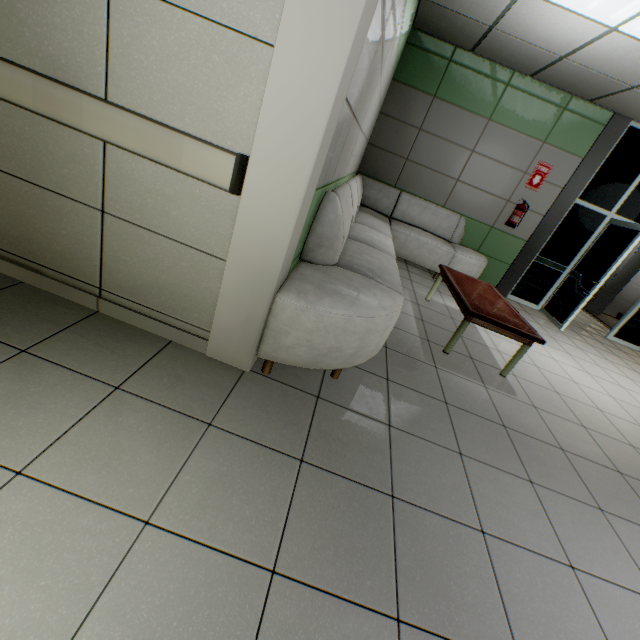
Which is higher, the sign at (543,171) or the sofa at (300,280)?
the sign at (543,171)

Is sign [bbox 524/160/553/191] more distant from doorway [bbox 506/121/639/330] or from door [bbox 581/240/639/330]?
door [bbox 581/240/639/330]

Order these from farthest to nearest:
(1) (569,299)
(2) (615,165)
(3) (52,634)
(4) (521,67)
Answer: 1. (1) (569,299)
2. (2) (615,165)
3. (4) (521,67)
4. (3) (52,634)

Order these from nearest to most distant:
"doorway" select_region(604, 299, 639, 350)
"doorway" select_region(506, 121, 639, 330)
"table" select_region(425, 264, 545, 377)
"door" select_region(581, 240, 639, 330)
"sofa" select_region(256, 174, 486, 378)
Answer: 1. "sofa" select_region(256, 174, 486, 378)
2. "table" select_region(425, 264, 545, 377)
3. "doorway" select_region(506, 121, 639, 330)
4. "doorway" select_region(604, 299, 639, 350)
5. "door" select_region(581, 240, 639, 330)

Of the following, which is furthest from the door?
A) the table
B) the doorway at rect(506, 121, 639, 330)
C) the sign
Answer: the table

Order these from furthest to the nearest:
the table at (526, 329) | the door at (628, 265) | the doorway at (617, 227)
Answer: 1. the door at (628, 265)
2. the doorway at (617, 227)
3. the table at (526, 329)

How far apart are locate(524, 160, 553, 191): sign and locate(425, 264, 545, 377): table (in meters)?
2.69

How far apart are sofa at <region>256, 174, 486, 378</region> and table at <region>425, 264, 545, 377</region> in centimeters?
68cm
